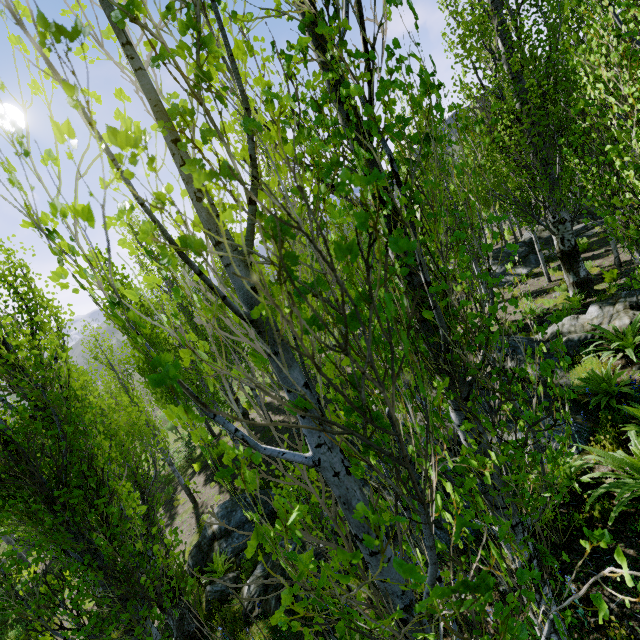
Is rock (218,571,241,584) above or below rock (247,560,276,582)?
below

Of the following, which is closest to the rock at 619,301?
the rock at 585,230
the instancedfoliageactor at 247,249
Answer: the instancedfoliageactor at 247,249

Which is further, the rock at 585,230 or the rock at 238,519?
the rock at 585,230

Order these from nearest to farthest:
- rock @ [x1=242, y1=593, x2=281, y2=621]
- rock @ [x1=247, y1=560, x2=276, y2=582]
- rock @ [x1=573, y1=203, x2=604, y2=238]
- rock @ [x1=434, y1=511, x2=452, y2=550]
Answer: rock @ [x1=434, y1=511, x2=452, y2=550] → rock @ [x1=242, y1=593, x2=281, y2=621] → rock @ [x1=247, y1=560, x2=276, y2=582] → rock @ [x1=573, y1=203, x2=604, y2=238]

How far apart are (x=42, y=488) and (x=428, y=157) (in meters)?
16.39

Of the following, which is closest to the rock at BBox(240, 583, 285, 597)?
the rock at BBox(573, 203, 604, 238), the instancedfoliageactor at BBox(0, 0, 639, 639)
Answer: the instancedfoliageactor at BBox(0, 0, 639, 639)

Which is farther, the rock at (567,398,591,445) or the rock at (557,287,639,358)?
the rock at (557,287,639,358)
